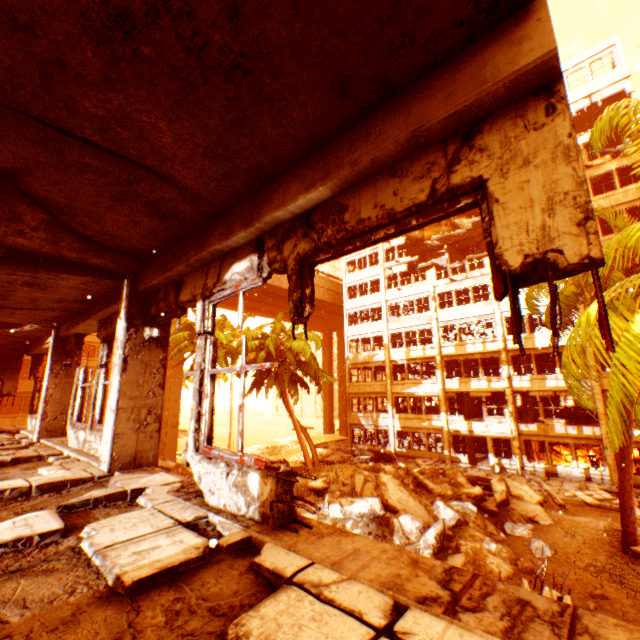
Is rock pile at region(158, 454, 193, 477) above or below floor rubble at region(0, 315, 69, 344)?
below

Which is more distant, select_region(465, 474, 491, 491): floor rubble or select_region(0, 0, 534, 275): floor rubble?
select_region(465, 474, 491, 491): floor rubble

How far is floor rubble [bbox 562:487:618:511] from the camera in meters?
15.8

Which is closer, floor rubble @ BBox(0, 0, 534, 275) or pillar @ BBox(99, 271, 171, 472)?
floor rubble @ BBox(0, 0, 534, 275)

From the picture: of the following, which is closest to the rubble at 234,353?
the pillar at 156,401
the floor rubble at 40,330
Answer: the pillar at 156,401

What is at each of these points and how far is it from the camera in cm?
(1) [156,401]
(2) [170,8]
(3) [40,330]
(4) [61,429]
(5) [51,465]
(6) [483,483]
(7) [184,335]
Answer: (1) pillar, 444
(2) floor rubble, 144
(3) floor rubble, 824
(4) pillar, 748
(5) floor rubble, 456
(6) floor rubble, 1594
(7) rubble, 2052

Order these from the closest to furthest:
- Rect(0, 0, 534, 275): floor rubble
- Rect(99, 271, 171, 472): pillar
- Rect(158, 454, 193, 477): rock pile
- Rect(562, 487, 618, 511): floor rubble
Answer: Rect(0, 0, 534, 275): floor rubble
Rect(99, 271, 171, 472): pillar
Rect(158, 454, 193, 477): rock pile
Rect(562, 487, 618, 511): floor rubble

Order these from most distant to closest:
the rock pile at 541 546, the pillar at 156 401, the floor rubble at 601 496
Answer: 1. the floor rubble at 601 496
2. the rock pile at 541 546
3. the pillar at 156 401
